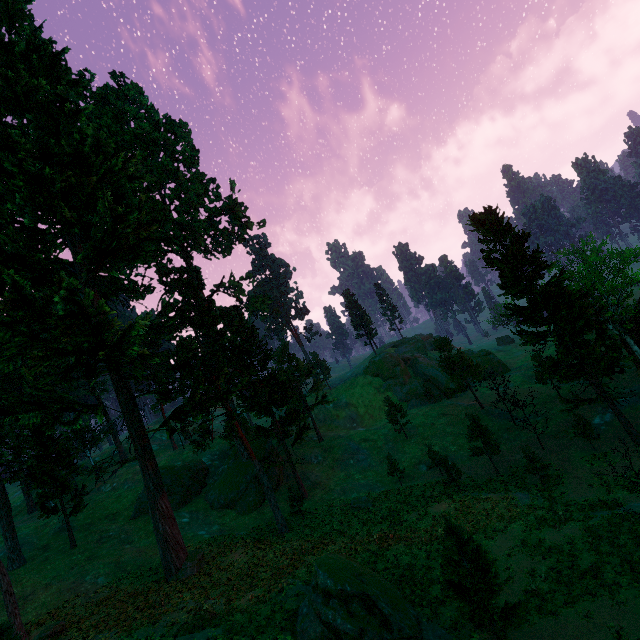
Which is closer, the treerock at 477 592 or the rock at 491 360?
the treerock at 477 592

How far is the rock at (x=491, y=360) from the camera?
57.66m

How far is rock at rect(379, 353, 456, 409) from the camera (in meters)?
55.22

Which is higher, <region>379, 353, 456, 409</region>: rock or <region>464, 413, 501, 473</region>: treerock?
<region>379, 353, 456, 409</region>: rock

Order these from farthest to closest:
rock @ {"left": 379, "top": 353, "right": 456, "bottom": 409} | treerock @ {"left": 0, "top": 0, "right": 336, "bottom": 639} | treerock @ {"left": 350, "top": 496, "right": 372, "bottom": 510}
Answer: rock @ {"left": 379, "top": 353, "right": 456, "bottom": 409} → treerock @ {"left": 350, "top": 496, "right": 372, "bottom": 510} → treerock @ {"left": 0, "top": 0, "right": 336, "bottom": 639}

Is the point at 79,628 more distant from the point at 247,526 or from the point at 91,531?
the point at 91,531
